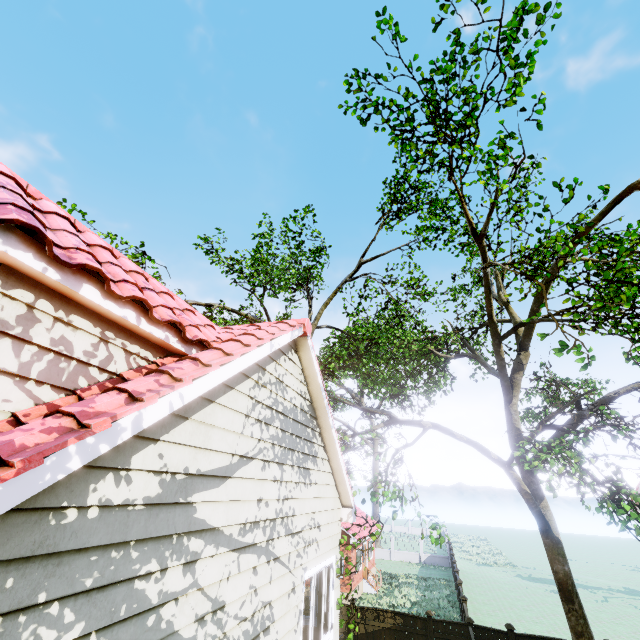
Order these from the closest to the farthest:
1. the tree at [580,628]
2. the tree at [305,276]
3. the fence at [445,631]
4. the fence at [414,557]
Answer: the tree at [580,628]
the fence at [445,631]
the tree at [305,276]
the fence at [414,557]

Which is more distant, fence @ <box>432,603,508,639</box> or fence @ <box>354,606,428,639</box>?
fence @ <box>354,606,428,639</box>

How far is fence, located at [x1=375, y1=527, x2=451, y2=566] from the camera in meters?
34.1 m

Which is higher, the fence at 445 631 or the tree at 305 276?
the tree at 305 276

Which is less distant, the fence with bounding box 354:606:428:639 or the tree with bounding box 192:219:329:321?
the fence with bounding box 354:606:428:639

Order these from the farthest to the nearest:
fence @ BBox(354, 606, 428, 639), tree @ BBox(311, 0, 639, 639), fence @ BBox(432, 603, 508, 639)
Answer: fence @ BBox(354, 606, 428, 639) → fence @ BBox(432, 603, 508, 639) → tree @ BBox(311, 0, 639, 639)

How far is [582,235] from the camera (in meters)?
9.68
